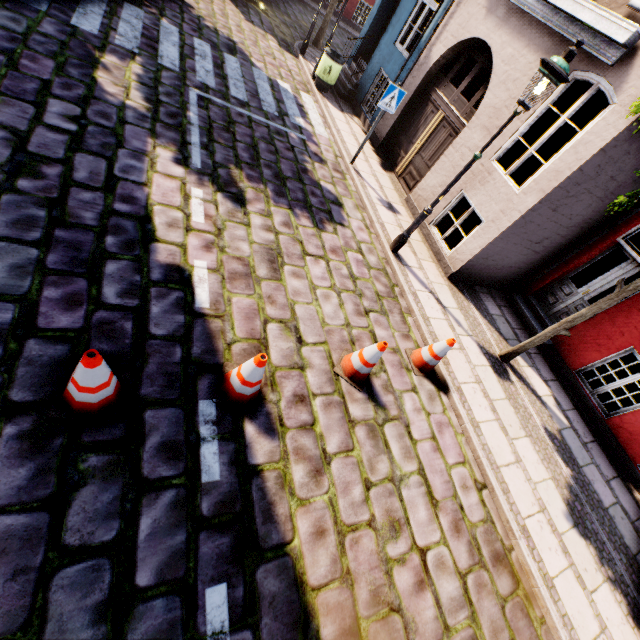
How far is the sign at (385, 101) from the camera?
7.0 meters

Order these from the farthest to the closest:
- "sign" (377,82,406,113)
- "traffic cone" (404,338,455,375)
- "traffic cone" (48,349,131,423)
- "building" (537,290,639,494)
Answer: "sign" (377,82,406,113) < "building" (537,290,639,494) < "traffic cone" (404,338,455,375) < "traffic cone" (48,349,131,423)

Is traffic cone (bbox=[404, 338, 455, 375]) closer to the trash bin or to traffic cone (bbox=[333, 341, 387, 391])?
traffic cone (bbox=[333, 341, 387, 391])

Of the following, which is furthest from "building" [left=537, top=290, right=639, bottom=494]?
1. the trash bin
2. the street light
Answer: the street light

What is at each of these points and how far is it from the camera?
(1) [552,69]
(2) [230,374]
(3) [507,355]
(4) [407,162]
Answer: (1) street light, 4.2 meters
(2) traffic cone, 3.4 meters
(3) tree, 6.4 meters
(4) building, 9.1 meters

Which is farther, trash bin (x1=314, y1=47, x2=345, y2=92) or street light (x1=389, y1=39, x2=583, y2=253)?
trash bin (x1=314, y1=47, x2=345, y2=92)

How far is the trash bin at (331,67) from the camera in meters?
9.9 m

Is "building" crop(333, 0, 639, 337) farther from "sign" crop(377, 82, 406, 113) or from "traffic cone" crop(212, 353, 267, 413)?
"traffic cone" crop(212, 353, 267, 413)
